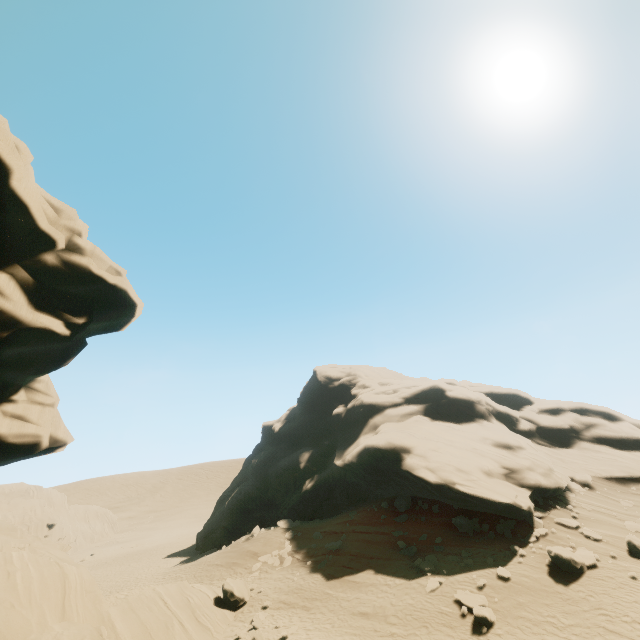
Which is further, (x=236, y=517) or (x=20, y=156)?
(x=236, y=517)

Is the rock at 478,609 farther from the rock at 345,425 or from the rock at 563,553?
the rock at 345,425

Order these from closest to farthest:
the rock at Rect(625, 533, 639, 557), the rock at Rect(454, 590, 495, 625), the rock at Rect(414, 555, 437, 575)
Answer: the rock at Rect(454, 590, 495, 625), the rock at Rect(625, 533, 639, 557), the rock at Rect(414, 555, 437, 575)

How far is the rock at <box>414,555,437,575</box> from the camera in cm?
1748

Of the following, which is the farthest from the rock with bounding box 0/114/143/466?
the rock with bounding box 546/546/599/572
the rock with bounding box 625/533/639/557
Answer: the rock with bounding box 546/546/599/572

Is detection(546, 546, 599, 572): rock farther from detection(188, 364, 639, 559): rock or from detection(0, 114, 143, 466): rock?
detection(0, 114, 143, 466): rock

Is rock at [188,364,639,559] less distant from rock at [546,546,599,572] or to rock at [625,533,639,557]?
rock at [546,546,599,572]

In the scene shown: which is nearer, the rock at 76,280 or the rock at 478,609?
the rock at 76,280
